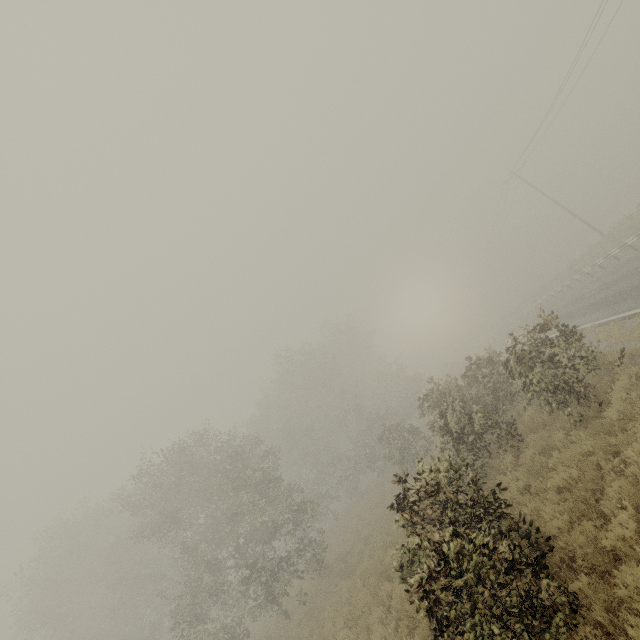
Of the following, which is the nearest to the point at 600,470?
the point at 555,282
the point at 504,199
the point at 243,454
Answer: the point at 243,454

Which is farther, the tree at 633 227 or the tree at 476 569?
the tree at 633 227

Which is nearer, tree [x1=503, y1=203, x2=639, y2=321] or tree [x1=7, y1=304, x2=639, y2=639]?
tree [x1=7, y1=304, x2=639, y2=639]

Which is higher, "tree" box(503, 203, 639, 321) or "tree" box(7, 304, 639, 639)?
"tree" box(7, 304, 639, 639)

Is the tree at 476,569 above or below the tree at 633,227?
above
